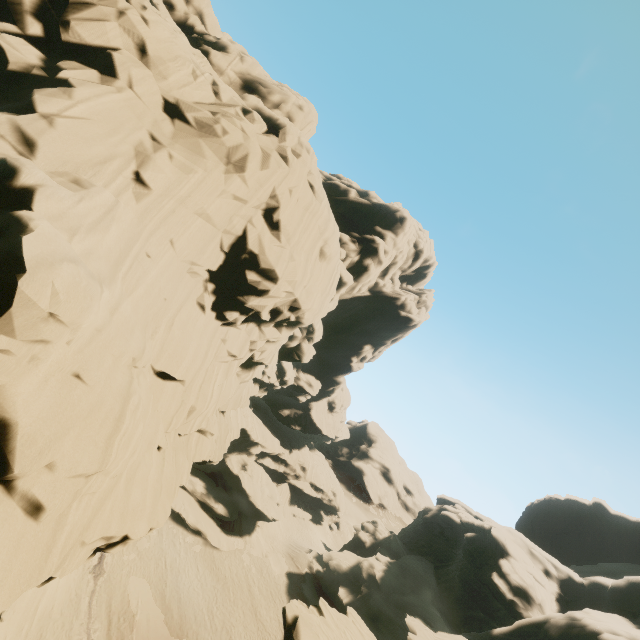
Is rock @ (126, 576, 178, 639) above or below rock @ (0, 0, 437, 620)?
below

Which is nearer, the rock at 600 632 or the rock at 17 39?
the rock at 17 39

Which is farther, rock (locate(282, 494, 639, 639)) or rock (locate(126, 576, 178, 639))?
rock (locate(282, 494, 639, 639))

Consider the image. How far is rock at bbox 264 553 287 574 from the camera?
35.2m

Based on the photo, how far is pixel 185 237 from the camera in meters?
13.3 m

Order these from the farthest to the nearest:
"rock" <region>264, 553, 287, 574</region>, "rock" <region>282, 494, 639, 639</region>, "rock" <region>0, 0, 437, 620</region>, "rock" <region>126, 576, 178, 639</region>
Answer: "rock" <region>264, 553, 287, 574</region> → "rock" <region>282, 494, 639, 639</region> → "rock" <region>126, 576, 178, 639</region> → "rock" <region>0, 0, 437, 620</region>
